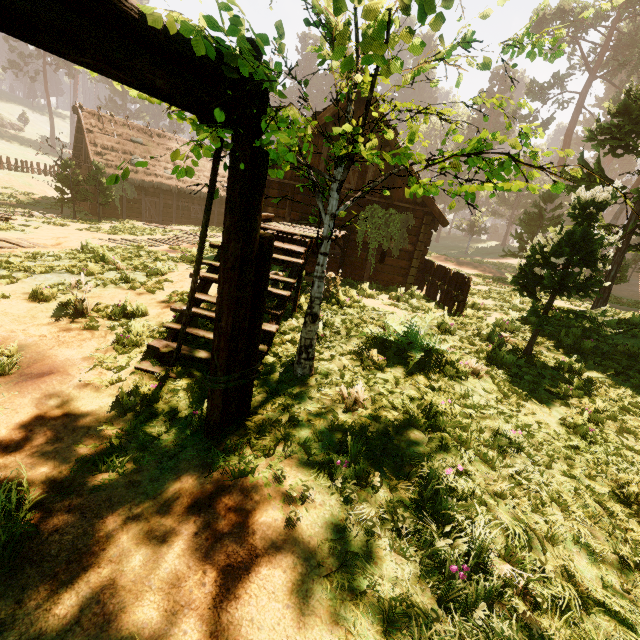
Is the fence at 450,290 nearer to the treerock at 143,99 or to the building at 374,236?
the building at 374,236

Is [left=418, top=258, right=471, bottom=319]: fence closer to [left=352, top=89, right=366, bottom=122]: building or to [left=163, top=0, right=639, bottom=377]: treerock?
[left=352, top=89, right=366, bottom=122]: building

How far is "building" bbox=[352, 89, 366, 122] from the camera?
12.4m

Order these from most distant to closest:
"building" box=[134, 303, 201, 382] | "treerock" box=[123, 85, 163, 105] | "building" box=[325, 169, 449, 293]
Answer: "building" box=[325, 169, 449, 293]
"building" box=[134, 303, 201, 382]
"treerock" box=[123, 85, 163, 105]

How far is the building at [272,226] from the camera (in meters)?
5.27

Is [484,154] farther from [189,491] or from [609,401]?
[189,491]

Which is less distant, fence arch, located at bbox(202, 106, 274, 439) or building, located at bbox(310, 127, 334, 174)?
fence arch, located at bbox(202, 106, 274, 439)

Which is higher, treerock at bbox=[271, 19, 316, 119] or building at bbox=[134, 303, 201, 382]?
treerock at bbox=[271, 19, 316, 119]
